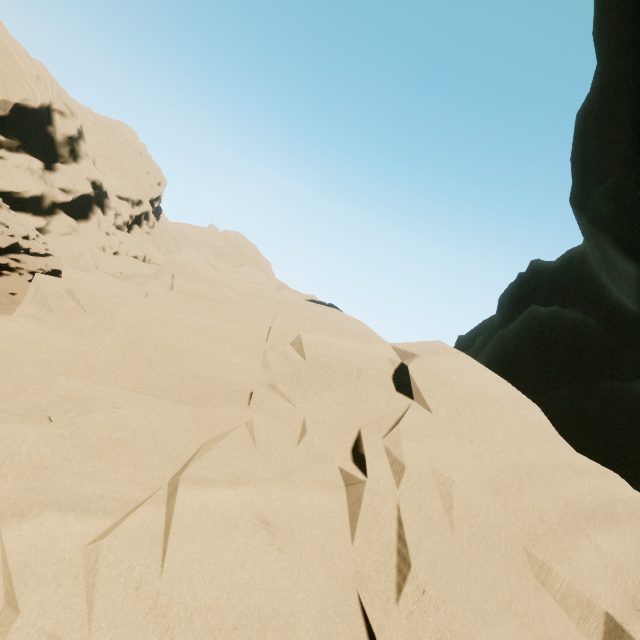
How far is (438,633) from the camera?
1.93m
